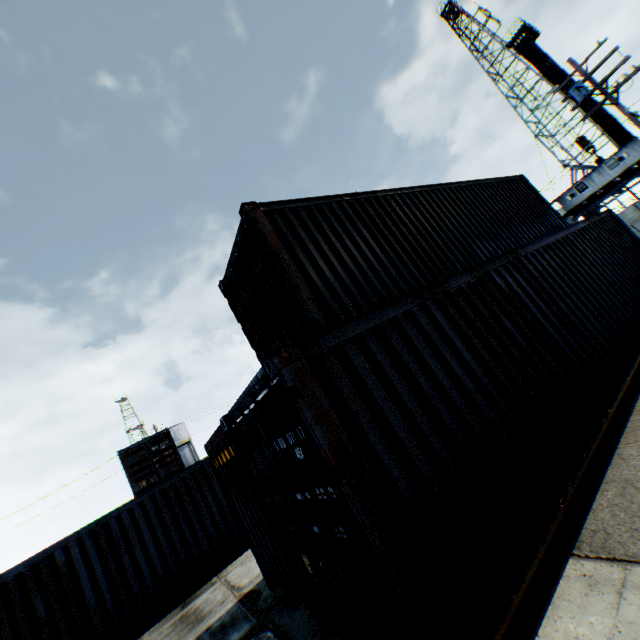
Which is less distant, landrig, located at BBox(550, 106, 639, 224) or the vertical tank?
landrig, located at BBox(550, 106, 639, 224)

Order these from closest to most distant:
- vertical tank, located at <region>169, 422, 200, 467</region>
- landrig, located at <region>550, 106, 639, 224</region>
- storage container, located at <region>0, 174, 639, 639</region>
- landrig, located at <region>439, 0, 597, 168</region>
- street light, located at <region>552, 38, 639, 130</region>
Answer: storage container, located at <region>0, 174, 639, 639</region>
street light, located at <region>552, 38, 639, 130</region>
landrig, located at <region>550, 106, 639, 224</region>
landrig, located at <region>439, 0, 597, 168</region>
vertical tank, located at <region>169, 422, 200, 467</region>

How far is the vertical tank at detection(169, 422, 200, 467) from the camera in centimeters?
5138cm

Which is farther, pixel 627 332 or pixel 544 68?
pixel 544 68

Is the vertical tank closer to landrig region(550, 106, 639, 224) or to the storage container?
the storage container

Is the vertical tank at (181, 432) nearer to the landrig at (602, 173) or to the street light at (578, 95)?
the landrig at (602, 173)

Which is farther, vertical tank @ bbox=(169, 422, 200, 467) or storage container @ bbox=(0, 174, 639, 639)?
vertical tank @ bbox=(169, 422, 200, 467)

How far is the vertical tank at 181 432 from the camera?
51.4 meters
